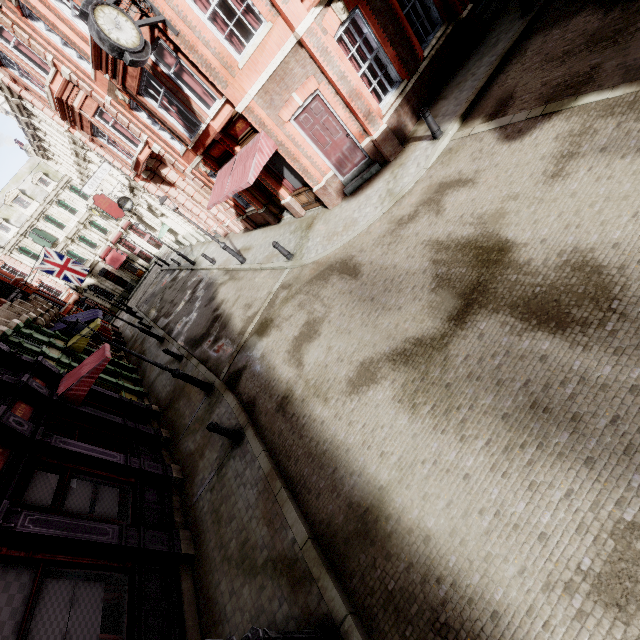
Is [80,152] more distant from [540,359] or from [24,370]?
[540,359]

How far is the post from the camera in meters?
8.1

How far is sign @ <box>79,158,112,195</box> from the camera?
20.31m

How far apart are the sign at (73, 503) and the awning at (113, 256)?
43.8 meters

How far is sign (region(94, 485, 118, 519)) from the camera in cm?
732

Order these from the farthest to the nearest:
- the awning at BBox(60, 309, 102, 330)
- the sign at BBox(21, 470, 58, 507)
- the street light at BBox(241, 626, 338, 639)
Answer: the awning at BBox(60, 309, 102, 330)
the sign at BBox(21, 470, 58, 507)
the street light at BBox(241, 626, 338, 639)

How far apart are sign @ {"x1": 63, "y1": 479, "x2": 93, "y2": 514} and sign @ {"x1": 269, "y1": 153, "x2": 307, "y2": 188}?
11.5m

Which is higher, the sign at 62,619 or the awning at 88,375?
the awning at 88,375
